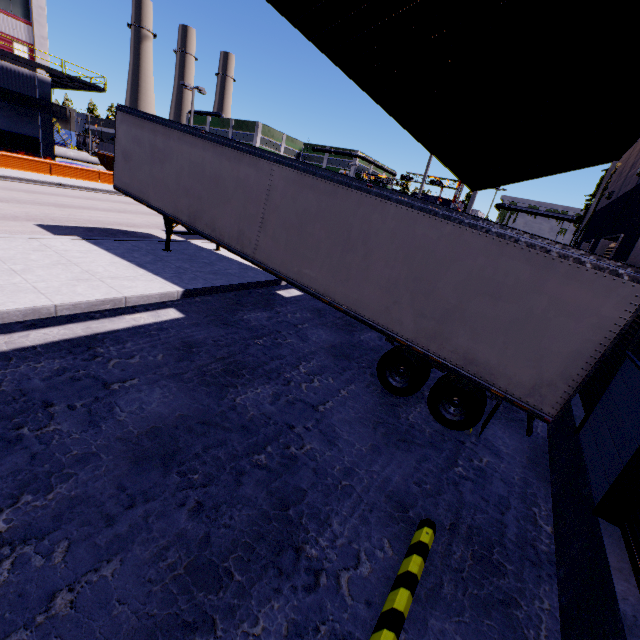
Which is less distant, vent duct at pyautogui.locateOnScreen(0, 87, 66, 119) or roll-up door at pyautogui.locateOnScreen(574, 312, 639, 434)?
roll-up door at pyautogui.locateOnScreen(574, 312, 639, 434)

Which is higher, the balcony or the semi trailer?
the balcony

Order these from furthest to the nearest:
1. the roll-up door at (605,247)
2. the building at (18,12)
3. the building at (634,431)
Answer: the building at (18,12) < the roll-up door at (605,247) < the building at (634,431)

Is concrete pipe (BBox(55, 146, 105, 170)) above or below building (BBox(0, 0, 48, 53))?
below

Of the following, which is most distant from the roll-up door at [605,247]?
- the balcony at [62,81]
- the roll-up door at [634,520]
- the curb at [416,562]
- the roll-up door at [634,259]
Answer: the balcony at [62,81]

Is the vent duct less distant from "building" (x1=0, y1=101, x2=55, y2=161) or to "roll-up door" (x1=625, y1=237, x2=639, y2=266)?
"building" (x1=0, y1=101, x2=55, y2=161)

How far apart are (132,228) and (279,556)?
15.4 meters

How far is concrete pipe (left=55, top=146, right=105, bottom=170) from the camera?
33.6 meters
